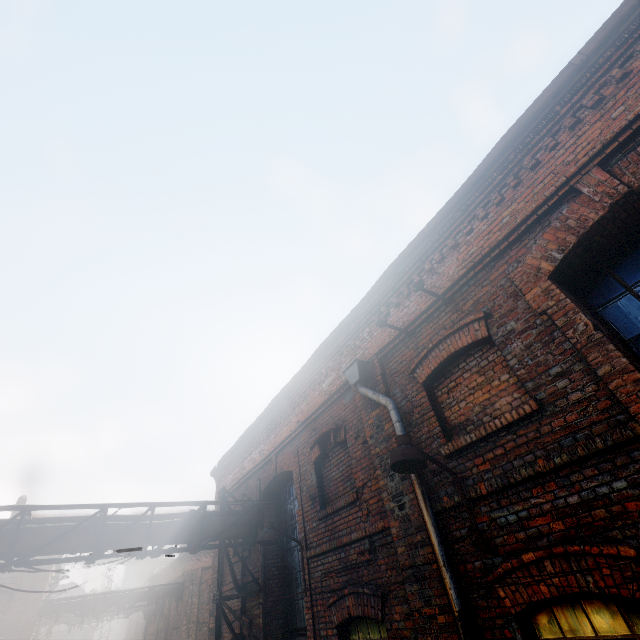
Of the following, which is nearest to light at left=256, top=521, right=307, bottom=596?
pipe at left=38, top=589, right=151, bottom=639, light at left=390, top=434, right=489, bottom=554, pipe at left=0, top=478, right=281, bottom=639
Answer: pipe at left=0, top=478, right=281, bottom=639

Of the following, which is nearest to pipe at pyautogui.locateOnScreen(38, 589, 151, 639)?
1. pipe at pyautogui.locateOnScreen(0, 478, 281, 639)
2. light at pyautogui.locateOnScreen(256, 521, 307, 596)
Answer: pipe at pyautogui.locateOnScreen(0, 478, 281, 639)

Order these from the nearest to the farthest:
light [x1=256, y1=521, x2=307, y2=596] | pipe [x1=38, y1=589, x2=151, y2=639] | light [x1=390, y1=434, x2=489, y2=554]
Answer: light [x1=390, y1=434, x2=489, y2=554]
light [x1=256, y1=521, x2=307, y2=596]
pipe [x1=38, y1=589, x2=151, y2=639]

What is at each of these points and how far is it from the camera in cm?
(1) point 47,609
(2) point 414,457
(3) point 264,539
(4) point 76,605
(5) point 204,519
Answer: (1) pipe, 1723
(2) light, 364
(3) light, 620
(4) pipe, 1783
(5) pipe, 808

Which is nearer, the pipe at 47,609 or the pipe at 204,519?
the pipe at 204,519

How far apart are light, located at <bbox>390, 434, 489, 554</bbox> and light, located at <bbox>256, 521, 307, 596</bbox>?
3.85m

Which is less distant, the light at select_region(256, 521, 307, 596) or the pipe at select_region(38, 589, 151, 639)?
the light at select_region(256, 521, 307, 596)

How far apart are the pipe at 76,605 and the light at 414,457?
24.3m
